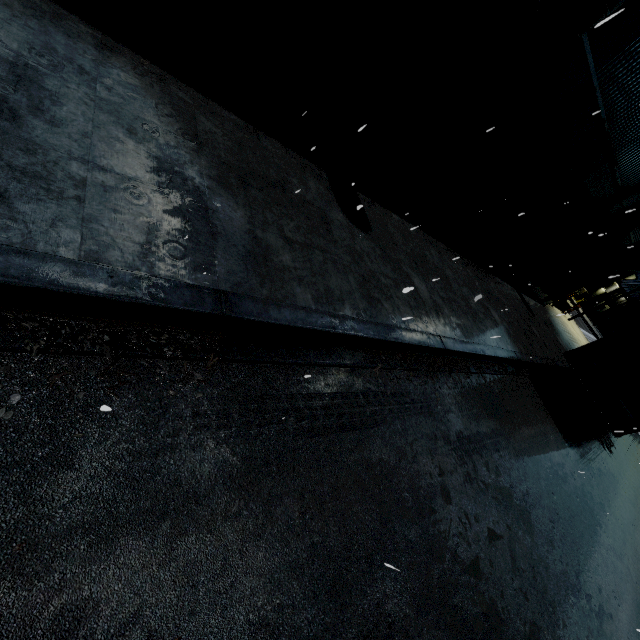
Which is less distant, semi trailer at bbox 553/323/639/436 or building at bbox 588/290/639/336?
semi trailer at bbox 553/323/639/436

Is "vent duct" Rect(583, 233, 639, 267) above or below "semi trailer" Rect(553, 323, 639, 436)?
above

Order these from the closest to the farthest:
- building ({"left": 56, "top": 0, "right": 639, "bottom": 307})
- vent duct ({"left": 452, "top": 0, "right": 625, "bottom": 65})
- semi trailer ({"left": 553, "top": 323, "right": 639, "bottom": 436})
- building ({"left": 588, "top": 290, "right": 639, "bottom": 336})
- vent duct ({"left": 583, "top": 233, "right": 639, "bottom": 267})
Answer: vent duct ({"left": 452, "top": 0, "right": 625, "bottom": 65}) < building ({"left": 56, "top": 0, "right": 639, "bottom": 307}) < semi trailer ({"left": 553, "top": 323, "right": 639, "bottom": 436}) < vent duct ({"left": 583, "top": 233, "right": 639, "bottom": 267}) < building ({"left": 588, "top": 290, "right": 639, "bottom": 336})

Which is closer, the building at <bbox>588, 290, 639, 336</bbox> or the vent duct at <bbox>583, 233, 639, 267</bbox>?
the vent duct at <bbox>583, 233, 639, 267</bbox>

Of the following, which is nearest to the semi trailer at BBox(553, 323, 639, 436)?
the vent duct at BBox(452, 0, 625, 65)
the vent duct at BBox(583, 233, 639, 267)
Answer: the vent duct at BBox(583, 233, 639, 267)

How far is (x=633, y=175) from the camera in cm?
1106

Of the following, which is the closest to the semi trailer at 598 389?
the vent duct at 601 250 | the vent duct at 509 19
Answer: the vent duct at 601 250
